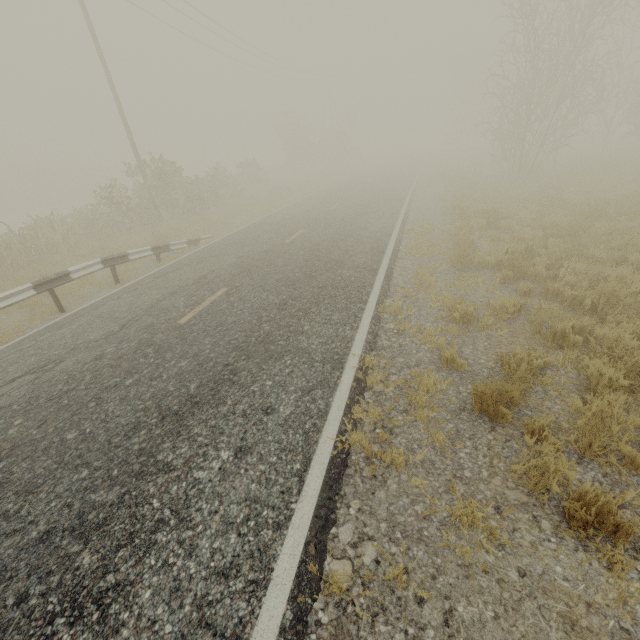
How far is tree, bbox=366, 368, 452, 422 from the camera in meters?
4.0 m

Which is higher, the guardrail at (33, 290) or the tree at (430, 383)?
the guardrail at (33, 290)

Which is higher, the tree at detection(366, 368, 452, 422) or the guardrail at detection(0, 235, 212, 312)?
the guardrail at detection(0, 235, 212, 312)

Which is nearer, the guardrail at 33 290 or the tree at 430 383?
the tree at 430 383

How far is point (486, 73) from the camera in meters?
49.2 m

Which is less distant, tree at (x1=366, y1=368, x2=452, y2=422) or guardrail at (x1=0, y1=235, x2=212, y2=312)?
tree at (x1=366, y1=368, x2=452, y2=422)
